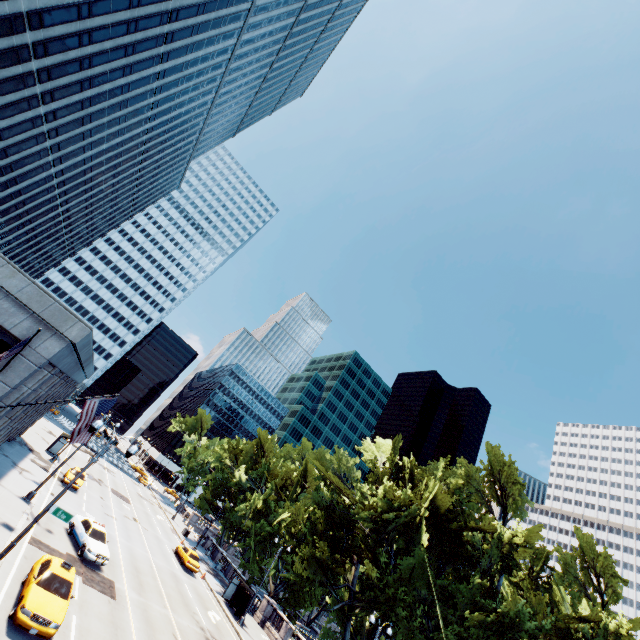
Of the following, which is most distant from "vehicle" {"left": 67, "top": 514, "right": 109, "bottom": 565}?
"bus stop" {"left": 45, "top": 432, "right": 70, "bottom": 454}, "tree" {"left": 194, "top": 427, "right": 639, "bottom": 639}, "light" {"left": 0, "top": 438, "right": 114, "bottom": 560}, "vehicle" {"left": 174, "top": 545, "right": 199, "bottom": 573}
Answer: "bus stop" {"left": 45, "top": 432, "right": 70, "bottom": 454}

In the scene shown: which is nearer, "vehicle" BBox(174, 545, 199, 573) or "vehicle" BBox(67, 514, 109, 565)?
"vehicle" BBox(67, 514, 109, 565)

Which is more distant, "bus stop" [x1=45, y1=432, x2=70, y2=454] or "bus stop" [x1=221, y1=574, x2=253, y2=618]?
"bus stop" [x1=45, y1=432, x2=70, y2=454]

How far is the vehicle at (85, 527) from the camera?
21.4 meters

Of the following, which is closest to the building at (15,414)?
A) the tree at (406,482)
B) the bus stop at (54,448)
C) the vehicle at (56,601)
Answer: the bus stop at (54,448)

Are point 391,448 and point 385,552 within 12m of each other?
yes

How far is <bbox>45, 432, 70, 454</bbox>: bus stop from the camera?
40.2 meters

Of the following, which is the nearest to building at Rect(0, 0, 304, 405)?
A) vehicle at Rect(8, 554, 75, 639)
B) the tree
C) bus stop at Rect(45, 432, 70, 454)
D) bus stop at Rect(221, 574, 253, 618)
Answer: bus stop at Rect(45, 432, 70, 454)
